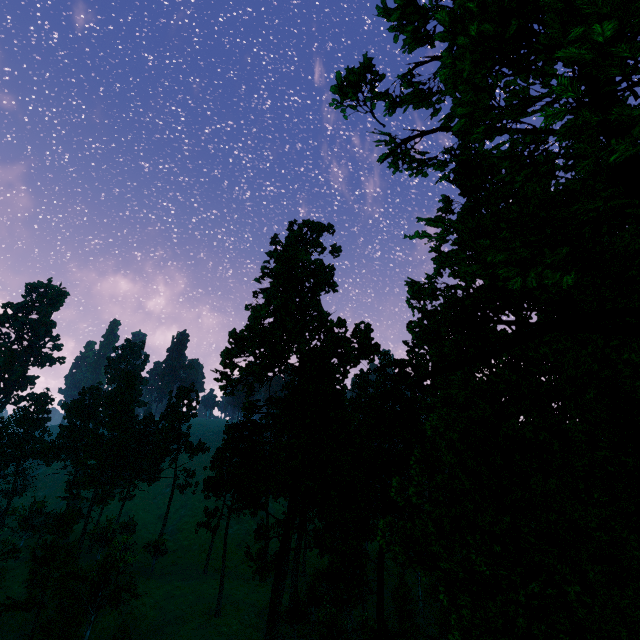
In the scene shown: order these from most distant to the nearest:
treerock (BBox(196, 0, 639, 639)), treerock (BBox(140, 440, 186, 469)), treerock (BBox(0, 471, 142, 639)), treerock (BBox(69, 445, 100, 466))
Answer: treerock (BBox(69, 445, 100, 466)) → treerock (BBox(140, 440, 186, 469)) → treerock (BBox(0, 471, 142, 639)) → treerock (BBox(196, 0, 639, 639))

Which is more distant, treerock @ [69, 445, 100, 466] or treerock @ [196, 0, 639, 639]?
treerock @ [69, 445, 100, 466]

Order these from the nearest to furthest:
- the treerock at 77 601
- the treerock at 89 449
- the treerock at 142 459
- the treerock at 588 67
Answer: the treerock at 588 67
the treerock at 77 601
the treerock at 142 459
the treerock at 89 449

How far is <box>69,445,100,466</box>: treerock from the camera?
58.09m

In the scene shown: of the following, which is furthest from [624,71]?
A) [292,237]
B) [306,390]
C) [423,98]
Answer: [292,237]

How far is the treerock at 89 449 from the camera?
58.09m
